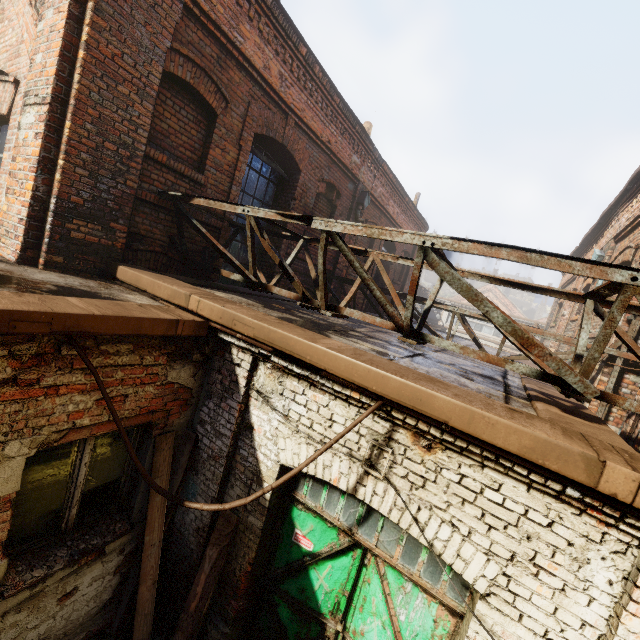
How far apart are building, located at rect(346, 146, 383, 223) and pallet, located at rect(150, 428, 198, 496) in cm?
608

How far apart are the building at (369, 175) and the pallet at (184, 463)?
6.1 meters

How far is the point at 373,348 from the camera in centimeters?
351cm

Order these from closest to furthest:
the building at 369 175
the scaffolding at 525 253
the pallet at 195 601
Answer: the scaffolding at 525 253 < the pallet at 195 601 < the building at 369 175

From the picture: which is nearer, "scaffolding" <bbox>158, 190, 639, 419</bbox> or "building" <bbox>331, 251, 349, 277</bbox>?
"scaffolding" <bbox>158, 190, 639, 419</bbox>

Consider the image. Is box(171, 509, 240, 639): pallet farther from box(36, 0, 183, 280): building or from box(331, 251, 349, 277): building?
box(331, 251, 349, 277): building

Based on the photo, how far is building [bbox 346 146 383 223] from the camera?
8.8m
